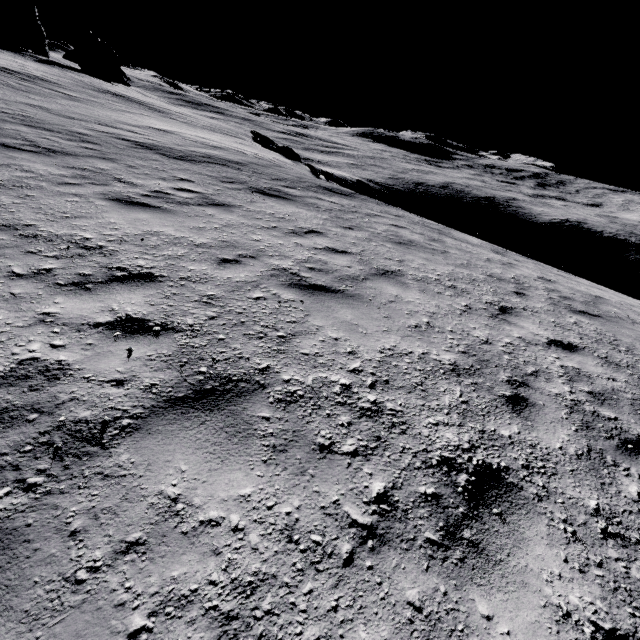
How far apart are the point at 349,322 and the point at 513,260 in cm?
834

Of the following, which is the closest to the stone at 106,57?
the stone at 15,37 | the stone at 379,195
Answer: the stone at 15,37

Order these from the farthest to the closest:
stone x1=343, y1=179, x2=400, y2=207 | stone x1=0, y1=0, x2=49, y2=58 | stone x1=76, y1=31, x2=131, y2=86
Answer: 1. stone x1=76, y1=31, x2=131, y2=86
2. stone x1=0, y1=0, x2=49, y2=58
3. stone x1=343, y1=179, x2=400, y2=207

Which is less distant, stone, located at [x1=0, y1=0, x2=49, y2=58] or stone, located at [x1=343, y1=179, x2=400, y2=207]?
stone, located at [x1=343, y1=179, x2=400, y2=207]

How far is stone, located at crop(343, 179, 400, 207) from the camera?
16.2m

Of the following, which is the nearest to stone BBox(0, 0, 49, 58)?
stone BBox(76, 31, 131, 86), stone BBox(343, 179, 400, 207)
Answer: stone BBox(76, 31, 131, 86)

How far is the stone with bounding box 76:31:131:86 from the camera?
49.34m

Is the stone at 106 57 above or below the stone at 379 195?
above
